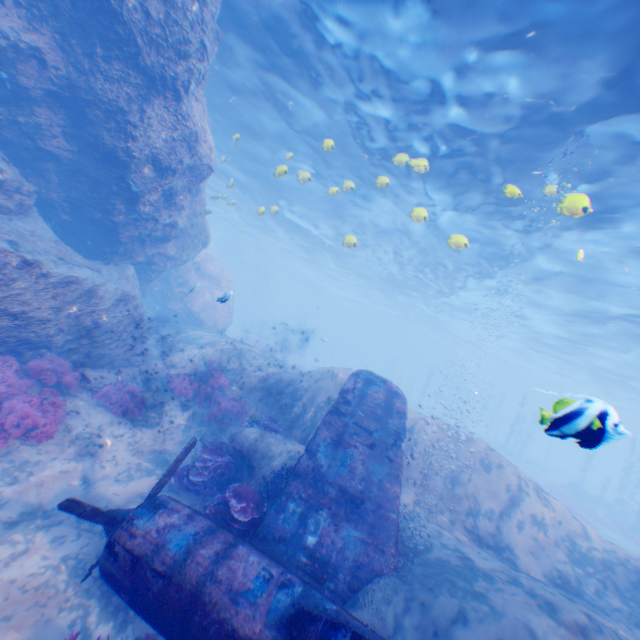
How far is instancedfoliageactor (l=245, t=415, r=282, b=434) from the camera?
10.15m

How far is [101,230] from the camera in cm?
1096

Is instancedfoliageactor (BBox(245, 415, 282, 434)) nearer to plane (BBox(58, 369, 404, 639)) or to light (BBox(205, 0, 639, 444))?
plane (BBox(58, 369, 404, 639))

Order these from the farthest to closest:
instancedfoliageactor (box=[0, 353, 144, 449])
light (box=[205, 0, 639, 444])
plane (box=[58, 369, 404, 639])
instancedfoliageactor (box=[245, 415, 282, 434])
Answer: instancedfoliageactor (box=[245, 415, 282, 434]) < light (box=[205, 0, 639, 444]) < instancedfoliageactor (box=[0, 353, 144, 449]) < plane (box=[58, 369, 404, 639])

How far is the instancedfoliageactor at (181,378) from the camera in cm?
1126

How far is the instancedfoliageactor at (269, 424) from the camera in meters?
10.1

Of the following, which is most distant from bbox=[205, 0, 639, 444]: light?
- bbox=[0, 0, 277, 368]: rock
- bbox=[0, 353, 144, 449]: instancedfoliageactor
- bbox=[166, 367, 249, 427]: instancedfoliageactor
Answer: bbox=[0, 353, 144, 449]: instancedfoliageactor

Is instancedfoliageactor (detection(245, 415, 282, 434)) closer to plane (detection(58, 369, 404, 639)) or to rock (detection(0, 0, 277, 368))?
rock (detection(0, 0, 277, 368))
